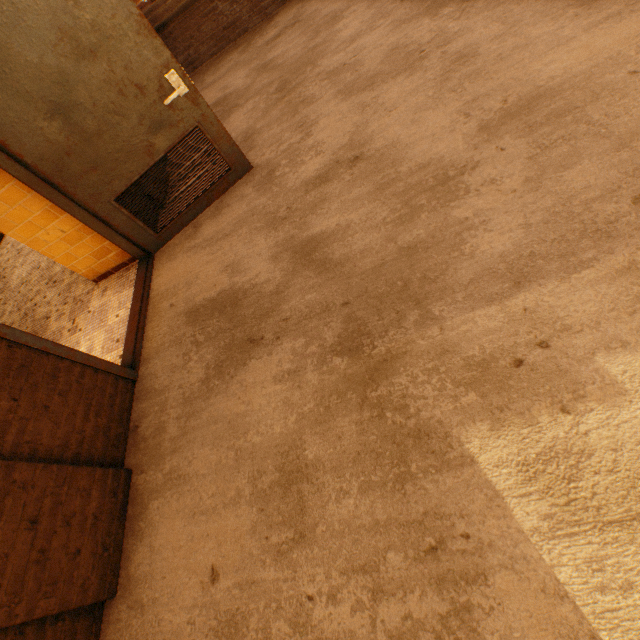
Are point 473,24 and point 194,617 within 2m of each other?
no
